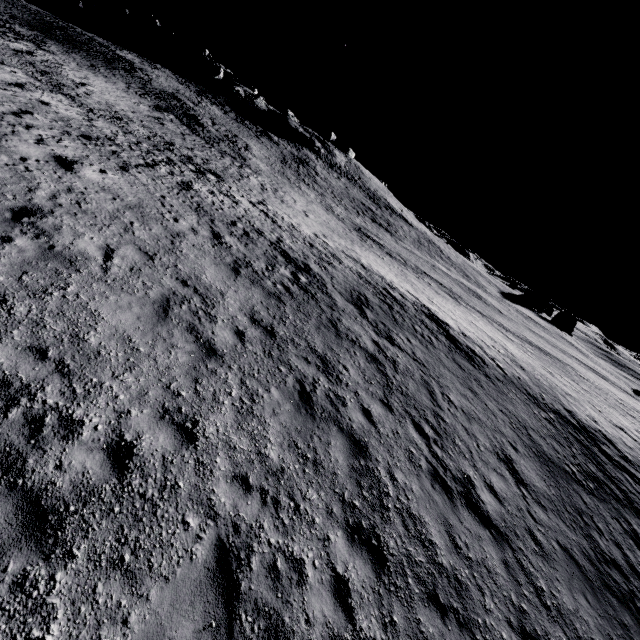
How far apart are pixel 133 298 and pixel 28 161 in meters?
6.9 m
